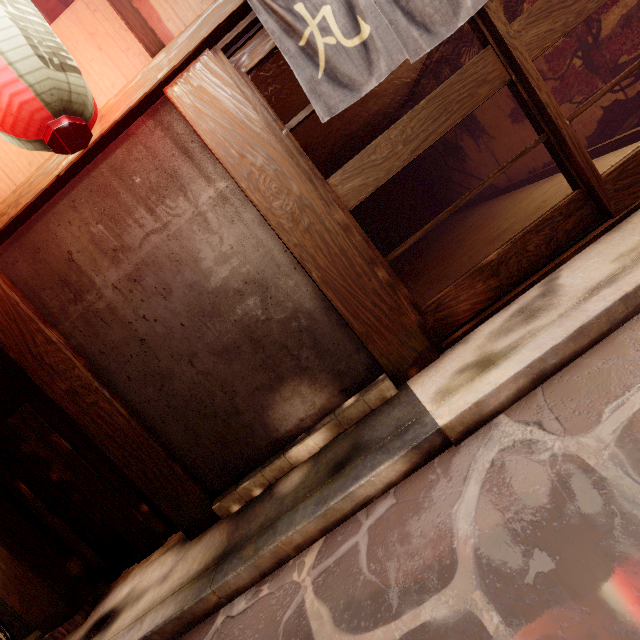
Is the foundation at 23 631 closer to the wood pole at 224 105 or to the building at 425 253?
the wood pole at 224 105

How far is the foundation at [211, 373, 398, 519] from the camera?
4.73m

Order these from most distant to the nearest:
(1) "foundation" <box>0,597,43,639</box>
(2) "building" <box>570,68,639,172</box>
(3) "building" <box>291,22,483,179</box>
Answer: (3) "building" <box>291,22,483,179</box> → (2) "building" <box>570,68,639,172</box> → (1) "foundation" <box>0,597,43,639</box>

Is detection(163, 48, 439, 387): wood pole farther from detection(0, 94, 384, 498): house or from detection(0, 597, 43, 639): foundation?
detection(0, 597, 43, 639): foundation

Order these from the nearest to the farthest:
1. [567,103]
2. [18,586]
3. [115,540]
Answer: [18,586] < [115,540] < [567,103]

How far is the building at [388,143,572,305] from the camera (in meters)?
7.80

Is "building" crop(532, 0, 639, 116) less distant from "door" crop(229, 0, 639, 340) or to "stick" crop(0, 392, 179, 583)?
"door" crop(229, 0, 639, 340)

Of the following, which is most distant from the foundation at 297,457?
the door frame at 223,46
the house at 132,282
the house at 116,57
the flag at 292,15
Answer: the house at 116,57
